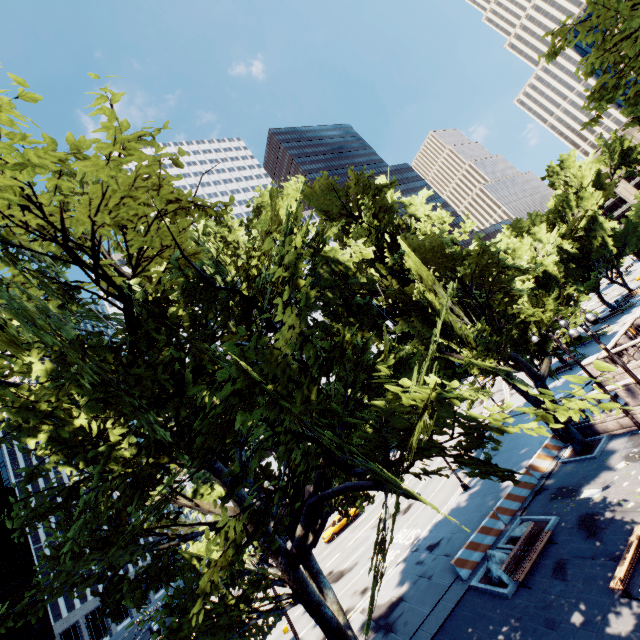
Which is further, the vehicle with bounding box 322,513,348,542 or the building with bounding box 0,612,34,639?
the building with bounding box 0,612,34,639

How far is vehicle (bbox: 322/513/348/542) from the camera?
35.55m

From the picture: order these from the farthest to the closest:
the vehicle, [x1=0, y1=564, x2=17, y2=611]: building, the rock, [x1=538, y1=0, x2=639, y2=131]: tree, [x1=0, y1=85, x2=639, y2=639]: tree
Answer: [x1=0, y1=564, x2=17, y2=611]: building < the vehicle < the rock < [x1=538, y1=0, x2=639, y2=131]: tree < [x1=0, y1=85, x2=639, y2=639]: tree

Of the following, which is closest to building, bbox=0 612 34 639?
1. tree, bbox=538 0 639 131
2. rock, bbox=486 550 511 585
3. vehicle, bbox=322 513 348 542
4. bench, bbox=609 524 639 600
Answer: vehicle, bbox=322 513 348 542

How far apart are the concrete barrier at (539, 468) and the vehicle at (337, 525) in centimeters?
2306cm

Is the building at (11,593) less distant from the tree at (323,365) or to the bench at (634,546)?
the tree at (323,365)

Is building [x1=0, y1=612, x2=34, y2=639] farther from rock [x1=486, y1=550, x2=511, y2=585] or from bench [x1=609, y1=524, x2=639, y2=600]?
bench [x1=609, y1=524, x2=639, y2=600]

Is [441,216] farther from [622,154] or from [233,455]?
[622,154]
